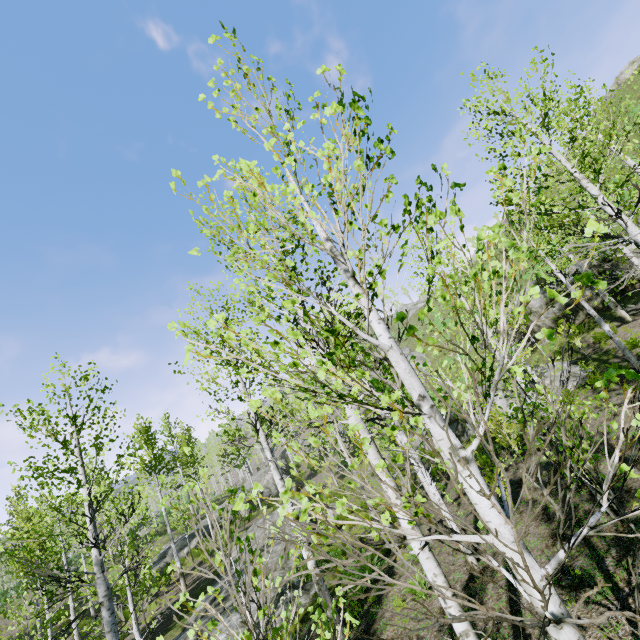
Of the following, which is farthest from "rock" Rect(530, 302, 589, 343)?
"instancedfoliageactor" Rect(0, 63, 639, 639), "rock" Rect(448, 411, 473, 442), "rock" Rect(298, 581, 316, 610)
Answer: "rock" Rect(298, 581, 316, 610)

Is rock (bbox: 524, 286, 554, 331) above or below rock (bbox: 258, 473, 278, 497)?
above

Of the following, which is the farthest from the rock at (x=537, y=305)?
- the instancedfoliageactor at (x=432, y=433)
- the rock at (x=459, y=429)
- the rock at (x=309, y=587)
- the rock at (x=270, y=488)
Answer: the rock at (x=270, y=488)

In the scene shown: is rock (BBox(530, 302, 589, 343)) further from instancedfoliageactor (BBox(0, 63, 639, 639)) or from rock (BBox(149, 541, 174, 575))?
rock (BBox(149, 541, 174, 575))

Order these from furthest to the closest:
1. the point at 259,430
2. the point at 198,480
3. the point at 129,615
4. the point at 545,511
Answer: the point at 198,480, the point at 129,615, the point at 259,430, the point at 545,511

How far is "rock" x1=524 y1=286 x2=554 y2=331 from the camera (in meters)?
22.27

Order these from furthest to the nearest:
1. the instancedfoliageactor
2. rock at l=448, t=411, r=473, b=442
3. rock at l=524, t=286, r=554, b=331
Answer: rock at l=524, t=286, r=554, b=331, rock at l=448, t=411, r=473, b=442, the instancedfoliageactor

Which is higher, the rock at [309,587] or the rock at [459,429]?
the rock at [459,429]
